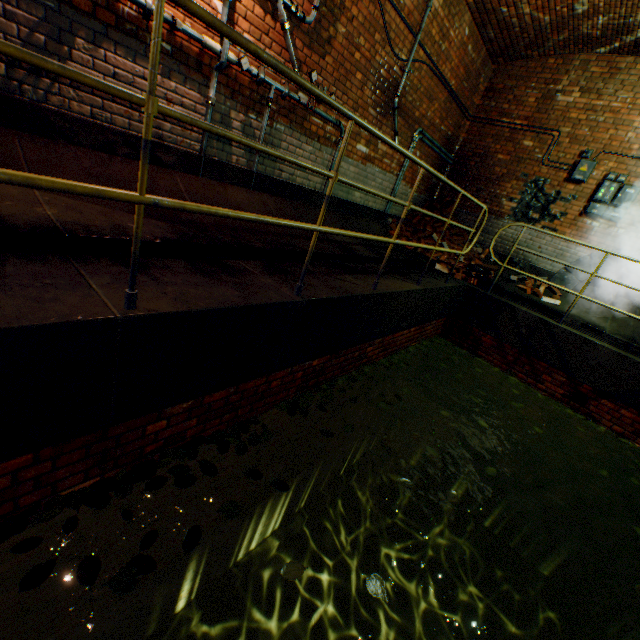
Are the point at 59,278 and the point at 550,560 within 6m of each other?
no

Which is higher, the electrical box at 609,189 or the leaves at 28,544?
the electrical box at 609,189

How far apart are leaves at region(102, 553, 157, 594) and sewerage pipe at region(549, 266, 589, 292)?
8.3 meters

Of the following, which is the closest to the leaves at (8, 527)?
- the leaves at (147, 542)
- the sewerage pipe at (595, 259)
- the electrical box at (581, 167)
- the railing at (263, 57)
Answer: the leaves at (147, 542)

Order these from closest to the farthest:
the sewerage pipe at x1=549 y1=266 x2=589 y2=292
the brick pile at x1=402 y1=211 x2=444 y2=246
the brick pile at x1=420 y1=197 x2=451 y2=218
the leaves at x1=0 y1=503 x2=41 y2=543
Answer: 1. the leaves at x1=0 y1=503 x2=41 y2=543
2. the sewerage pipe at x1=549 y1=266 x2=589 y2=292
3. the brick pile at x1=402 y1=211 x2=444 y2=246
4. the brick pile at x1=420 y1=197 x2=451 y2=218

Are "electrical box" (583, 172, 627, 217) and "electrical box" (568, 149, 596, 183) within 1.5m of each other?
yes

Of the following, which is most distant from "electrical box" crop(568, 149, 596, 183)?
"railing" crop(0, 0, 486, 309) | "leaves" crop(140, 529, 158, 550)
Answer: "leaves" crop(140, 529, 158, 550)

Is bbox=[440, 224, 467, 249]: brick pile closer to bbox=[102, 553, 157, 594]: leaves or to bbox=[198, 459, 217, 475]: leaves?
bbox=[198, 459, 217, 475]: leaves
